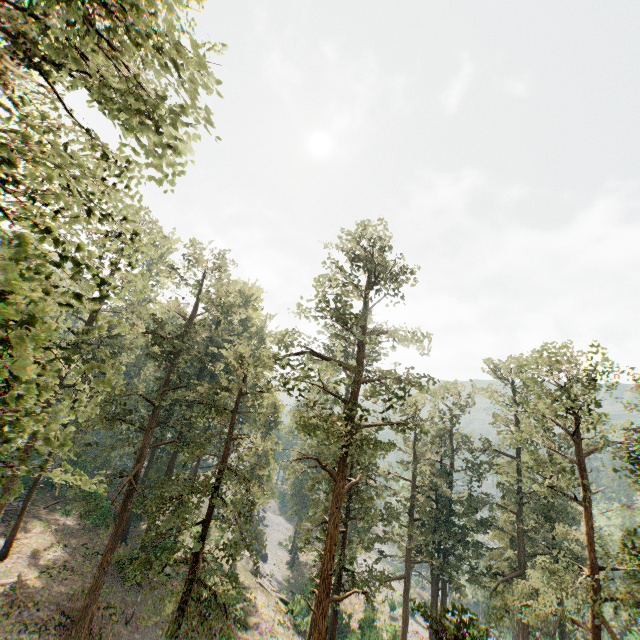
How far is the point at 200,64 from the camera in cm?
585
